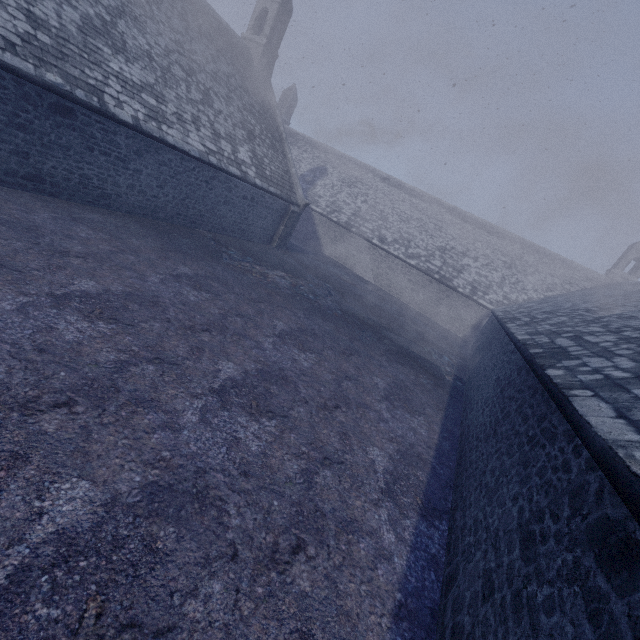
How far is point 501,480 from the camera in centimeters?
466cm
